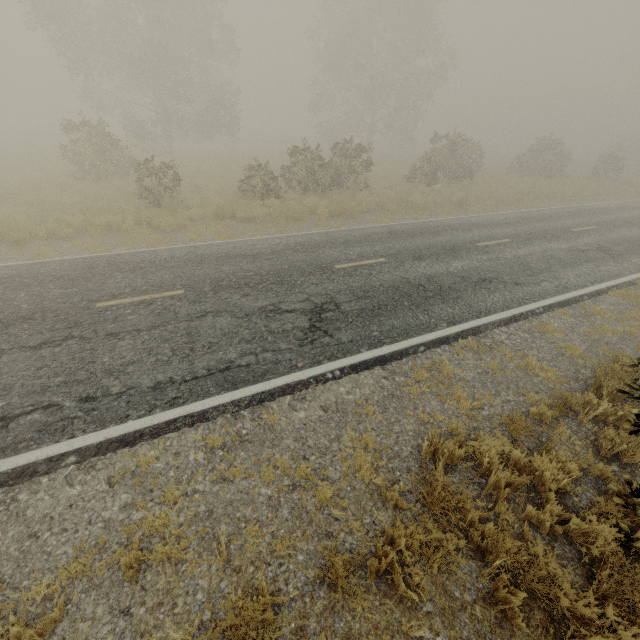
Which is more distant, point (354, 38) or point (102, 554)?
point (354, 38)

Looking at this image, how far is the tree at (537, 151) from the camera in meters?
28.0 m

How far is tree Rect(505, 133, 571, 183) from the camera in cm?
2797
